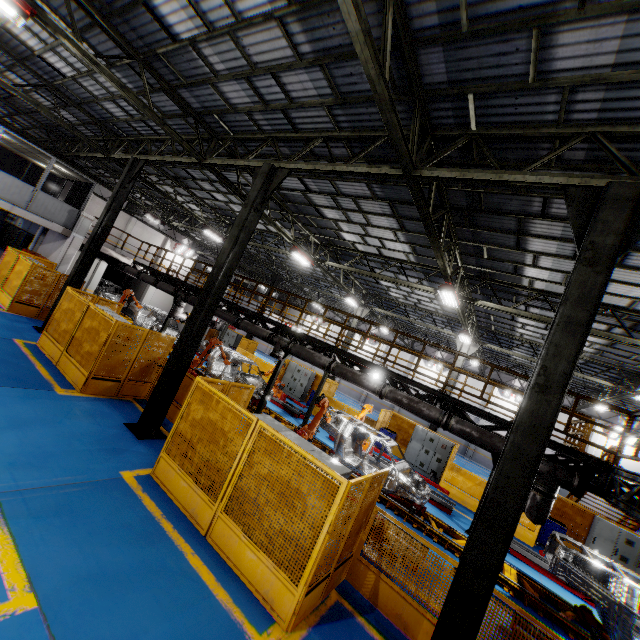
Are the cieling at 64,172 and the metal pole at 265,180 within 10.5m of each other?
no

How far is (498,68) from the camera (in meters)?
5.17

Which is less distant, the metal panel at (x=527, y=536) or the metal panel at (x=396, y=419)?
the metal panel at (x=527, y=536)

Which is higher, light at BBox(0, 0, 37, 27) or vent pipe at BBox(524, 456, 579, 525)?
light at BBox(0, 0, 37, 27)

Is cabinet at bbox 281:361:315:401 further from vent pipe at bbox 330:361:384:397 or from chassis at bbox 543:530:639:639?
vent pipe at bbox 330:361:384:397

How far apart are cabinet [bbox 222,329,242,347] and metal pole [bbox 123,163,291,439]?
17.37m

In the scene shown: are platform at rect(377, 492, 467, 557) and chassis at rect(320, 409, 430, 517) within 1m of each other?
yes

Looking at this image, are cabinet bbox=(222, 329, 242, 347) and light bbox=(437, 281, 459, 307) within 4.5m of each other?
no
